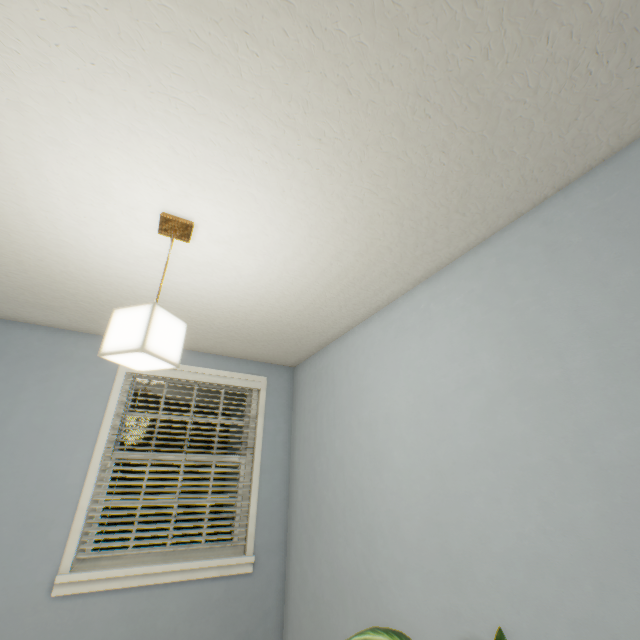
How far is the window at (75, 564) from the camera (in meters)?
2.15

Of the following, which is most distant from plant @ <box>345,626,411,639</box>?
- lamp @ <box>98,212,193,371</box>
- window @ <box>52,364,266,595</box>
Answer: window @ <box>52,364,266,595</box>

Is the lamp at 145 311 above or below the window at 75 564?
above

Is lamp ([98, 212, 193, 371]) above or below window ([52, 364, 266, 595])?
above

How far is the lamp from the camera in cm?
117

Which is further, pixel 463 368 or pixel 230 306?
pixel 230 306

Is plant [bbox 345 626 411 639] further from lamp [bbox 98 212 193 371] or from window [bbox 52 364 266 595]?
window [bbox 52 364 266 595]

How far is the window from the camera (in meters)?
2.15
